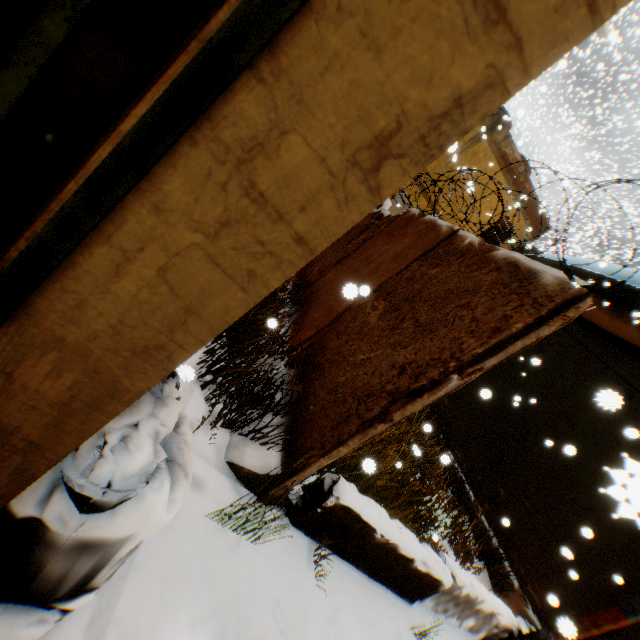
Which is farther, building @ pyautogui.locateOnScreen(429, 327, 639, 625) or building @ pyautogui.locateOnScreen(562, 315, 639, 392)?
building @ pyautogui.locateOnScreen(562, 315, 639, 392)

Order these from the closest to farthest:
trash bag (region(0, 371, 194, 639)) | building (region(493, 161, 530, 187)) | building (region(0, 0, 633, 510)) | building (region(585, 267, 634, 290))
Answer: building (region(0, 0, 633, 510)), trash bag (region(0, 371, 194, 639)), building (region(585, 267, 634, 290)), building (region(493, 161, 530, 187))

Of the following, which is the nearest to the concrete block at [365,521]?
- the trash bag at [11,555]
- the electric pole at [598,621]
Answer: the electric pole at [598,621]

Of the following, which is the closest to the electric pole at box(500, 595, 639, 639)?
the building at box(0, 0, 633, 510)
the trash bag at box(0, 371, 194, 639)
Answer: the building at box(0, 0, 633, 510)

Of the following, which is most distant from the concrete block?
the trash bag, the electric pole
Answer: the trash bag

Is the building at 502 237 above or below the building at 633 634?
above

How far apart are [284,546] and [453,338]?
2.46m

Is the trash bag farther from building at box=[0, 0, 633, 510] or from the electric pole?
the electric pole
